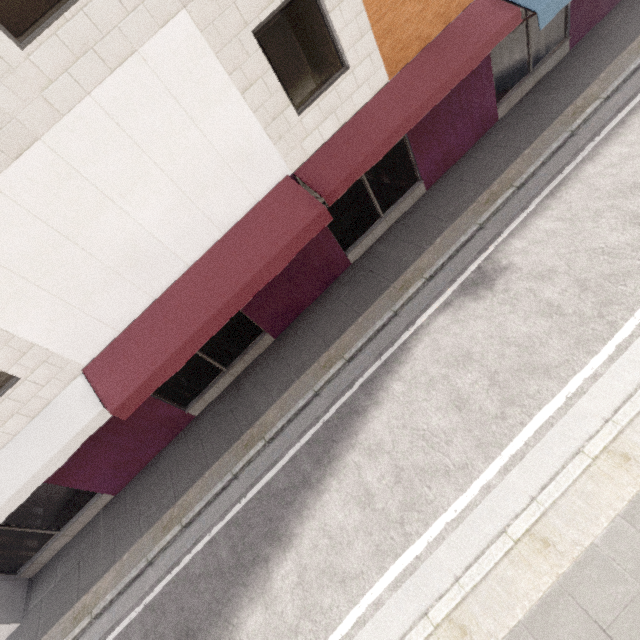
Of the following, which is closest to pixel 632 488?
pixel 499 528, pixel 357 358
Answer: pixel 499 528
